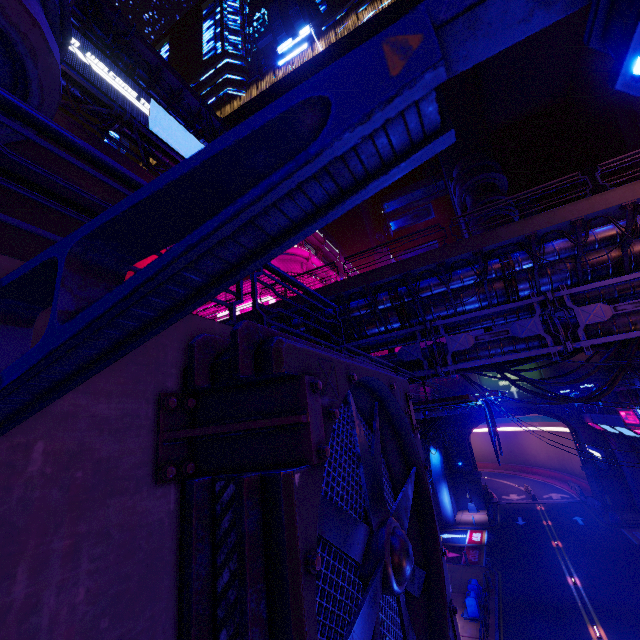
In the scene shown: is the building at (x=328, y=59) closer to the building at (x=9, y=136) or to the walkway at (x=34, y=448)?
the walkway at (x=34, y=448)

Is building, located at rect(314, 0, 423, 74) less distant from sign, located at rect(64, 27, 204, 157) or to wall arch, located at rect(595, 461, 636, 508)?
wall arch, located at rect(595, 461, 636, 508)

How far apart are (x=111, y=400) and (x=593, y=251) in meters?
17.2

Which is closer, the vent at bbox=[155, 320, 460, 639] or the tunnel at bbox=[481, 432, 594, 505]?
the vent at bbox=[155, 320, 460, 639]

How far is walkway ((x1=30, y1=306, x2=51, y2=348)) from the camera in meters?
1.8

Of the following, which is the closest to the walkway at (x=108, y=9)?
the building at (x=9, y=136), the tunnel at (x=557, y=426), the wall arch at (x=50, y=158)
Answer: the building at (x=9, y=136)

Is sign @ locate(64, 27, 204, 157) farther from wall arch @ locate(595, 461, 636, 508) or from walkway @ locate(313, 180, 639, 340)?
wall arch @ locate(595, 461, 636, 508)

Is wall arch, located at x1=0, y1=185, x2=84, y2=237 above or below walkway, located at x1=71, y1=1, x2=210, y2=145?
below
